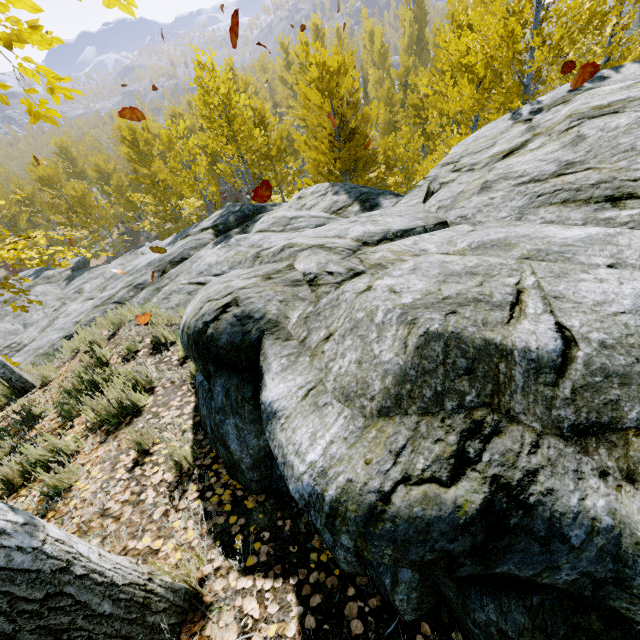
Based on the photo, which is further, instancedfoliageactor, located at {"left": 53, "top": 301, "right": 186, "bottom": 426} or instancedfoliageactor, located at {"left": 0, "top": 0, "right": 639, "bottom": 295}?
instancedfoliageactor, located at {"left": 0, "top": 0, "right": 639, "bottom": 295}

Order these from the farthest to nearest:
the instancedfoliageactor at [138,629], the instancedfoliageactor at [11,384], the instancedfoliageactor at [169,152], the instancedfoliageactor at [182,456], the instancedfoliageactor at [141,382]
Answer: the instancedfoliageactor at [169,152] < the instancedfoliageactor at [11,384] < the instancedfoliageactor at [141,382] < the instancedfoliageactor at [182,456] < the instancedfoliageactor at [138,629]

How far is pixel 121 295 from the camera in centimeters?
862cm

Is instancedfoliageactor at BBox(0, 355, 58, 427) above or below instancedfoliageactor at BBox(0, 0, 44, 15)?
below

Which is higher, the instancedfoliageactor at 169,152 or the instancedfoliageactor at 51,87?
the instancedfoliageactor at 51,87

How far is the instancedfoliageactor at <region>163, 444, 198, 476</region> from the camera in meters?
2.6
